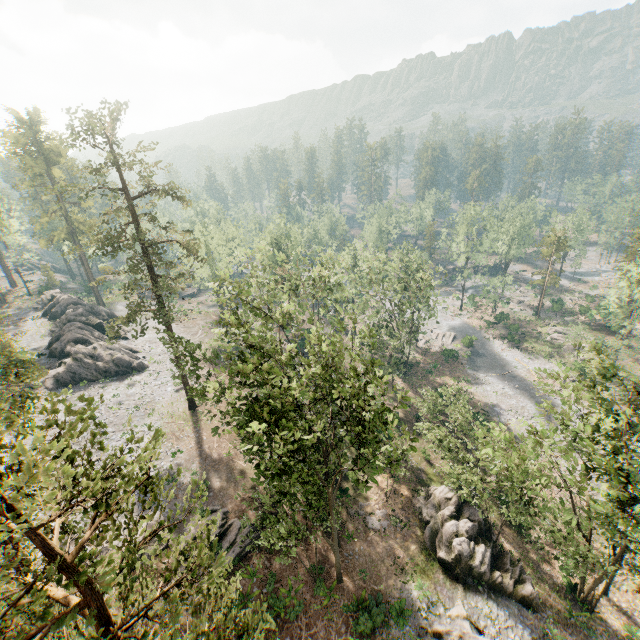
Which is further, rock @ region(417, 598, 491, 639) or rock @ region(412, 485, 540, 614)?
rock @ region(412, 485, 540, 614)

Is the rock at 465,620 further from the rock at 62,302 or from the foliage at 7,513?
the rock at 62,302

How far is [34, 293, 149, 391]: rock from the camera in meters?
39.3

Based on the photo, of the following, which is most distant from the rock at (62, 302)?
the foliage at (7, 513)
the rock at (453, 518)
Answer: the rock at (453, 518)

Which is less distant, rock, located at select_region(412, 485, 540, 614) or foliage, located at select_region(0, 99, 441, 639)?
foliage, located at select_region(0, 99, 441, 639)

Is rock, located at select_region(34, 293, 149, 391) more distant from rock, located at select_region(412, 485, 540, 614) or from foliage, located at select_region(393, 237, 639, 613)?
rock, located at select_region(412, 485, 540, 614)

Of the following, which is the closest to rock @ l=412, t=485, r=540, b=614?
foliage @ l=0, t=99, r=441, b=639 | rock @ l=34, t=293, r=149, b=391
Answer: foliage @ l=0, t=99, r=441, b=639

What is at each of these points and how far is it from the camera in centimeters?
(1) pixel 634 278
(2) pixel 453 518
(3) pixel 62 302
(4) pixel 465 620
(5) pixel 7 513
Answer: (1) foliage, 5259cm
(2) rock, 2689cm
(3) rock, 5522cm
(4) rock, 2156cm
(5) foliage, 621cm
